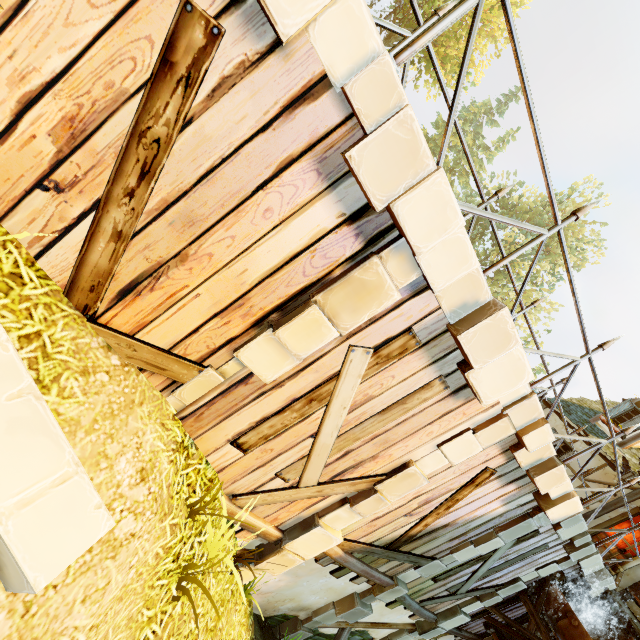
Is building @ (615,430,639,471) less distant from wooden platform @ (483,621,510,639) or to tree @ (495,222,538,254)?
wooden platform @ (483,621,510,639)

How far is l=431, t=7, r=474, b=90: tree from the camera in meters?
23.4 m

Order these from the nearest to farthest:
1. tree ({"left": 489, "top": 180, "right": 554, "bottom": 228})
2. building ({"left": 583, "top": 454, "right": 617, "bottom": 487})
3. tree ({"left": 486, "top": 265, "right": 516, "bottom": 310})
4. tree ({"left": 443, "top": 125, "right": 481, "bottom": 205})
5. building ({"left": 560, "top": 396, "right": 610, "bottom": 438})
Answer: building ({"left": 583, "top": 454, "right": 617, "bottom": 487})
building ({"left": 560, "top": 396, "right": 610, "bottom": 438})
tree ({"left": 486, "top": 265, "right": 516, "bottom": 310})
tree ({"left": 489, "top": 180, "right": 554, "bottom": 228})
tree ({"left": 443, "top": 125, "right": 481, "bottom": 205})

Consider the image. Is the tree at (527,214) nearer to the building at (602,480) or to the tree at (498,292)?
the tree at (498,292)

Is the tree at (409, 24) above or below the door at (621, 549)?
above

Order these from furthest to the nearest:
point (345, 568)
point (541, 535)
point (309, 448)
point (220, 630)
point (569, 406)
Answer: point (569, 406) < point (541, 535) < point (345, 568) < point (220, 630) < point (309, 448)

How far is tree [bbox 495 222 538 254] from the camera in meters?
28.0 m
